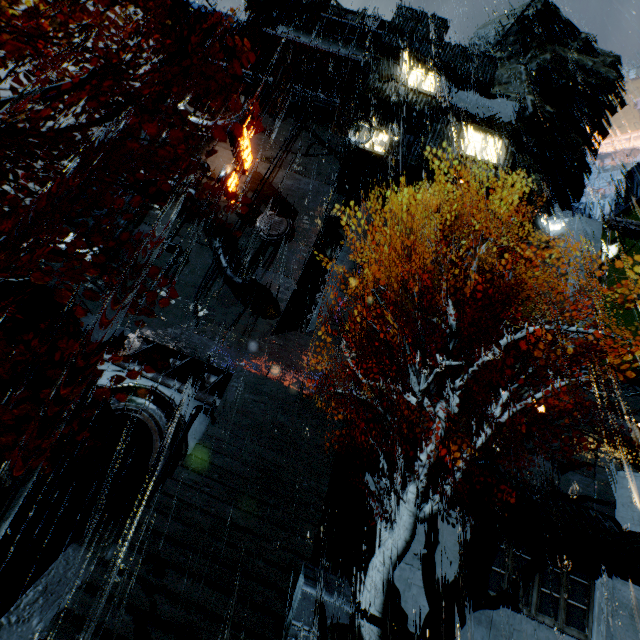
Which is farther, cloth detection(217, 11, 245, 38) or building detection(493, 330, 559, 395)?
cloth detection(217, 11, 245, 38)

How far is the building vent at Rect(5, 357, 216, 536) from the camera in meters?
12.3 m

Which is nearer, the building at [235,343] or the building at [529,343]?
the building at [235,343]

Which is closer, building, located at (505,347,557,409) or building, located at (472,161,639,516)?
building, located at (472,161,639,516)

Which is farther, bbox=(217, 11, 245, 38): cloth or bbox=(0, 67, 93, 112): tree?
bbox=(217, 11, 245, 38): cloth

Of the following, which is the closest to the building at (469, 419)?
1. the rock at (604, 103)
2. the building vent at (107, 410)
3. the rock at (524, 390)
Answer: the rock at (524, 390)

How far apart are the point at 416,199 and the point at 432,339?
12.5m

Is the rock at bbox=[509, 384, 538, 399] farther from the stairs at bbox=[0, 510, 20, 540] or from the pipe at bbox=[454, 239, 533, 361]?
the stairs at bbox=[0, 510, 20, 540]
